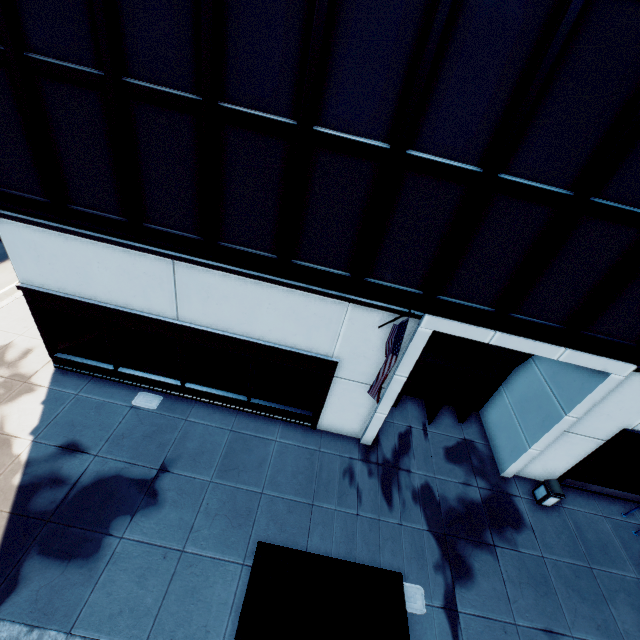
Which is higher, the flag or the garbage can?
the flag

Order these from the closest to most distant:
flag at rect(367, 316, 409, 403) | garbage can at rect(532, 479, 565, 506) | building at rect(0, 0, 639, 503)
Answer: building at rect(0, 0, 639, 503), flag at rect(367, 316, 409, 403), garbage can at rect(532, 479, 565, 506)

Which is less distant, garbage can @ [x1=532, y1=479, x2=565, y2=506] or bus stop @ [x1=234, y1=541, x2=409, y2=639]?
bus stop @ [x1=234, y1=541, x2=409, y2=639]

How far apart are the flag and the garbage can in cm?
856

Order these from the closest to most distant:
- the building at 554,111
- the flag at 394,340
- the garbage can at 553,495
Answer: the building at 554,111 < the flag at 394,340 < the garbage can at 553,495

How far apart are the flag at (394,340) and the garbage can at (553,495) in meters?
8.6 m

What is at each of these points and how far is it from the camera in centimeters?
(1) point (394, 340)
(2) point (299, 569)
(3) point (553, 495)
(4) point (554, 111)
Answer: (1) flag, 721cm
(2) bus stop, 692cm
(3) garbage can, 1127cm
(4) building, 601cm

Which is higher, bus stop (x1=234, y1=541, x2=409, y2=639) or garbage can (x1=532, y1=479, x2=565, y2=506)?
bus stop (x1=234, y1=541, x2=409, y2=639)
